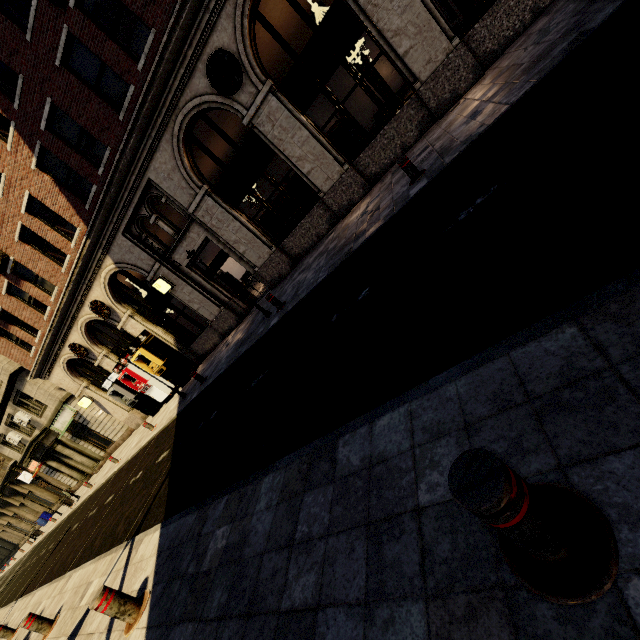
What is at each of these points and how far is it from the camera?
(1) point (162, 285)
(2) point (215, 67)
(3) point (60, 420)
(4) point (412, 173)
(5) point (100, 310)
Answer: (1) sign, 13.62m
(2) air conditioner, 9.03m
(3) sign, 22.67m
(4) metal bar, 6.86m
(5) air conditioner, 15.40m

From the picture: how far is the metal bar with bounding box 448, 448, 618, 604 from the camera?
1.2 meters

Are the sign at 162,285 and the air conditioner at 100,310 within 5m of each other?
yes

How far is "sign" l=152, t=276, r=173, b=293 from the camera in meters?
13.4 m

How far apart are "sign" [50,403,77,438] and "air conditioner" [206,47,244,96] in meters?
21.9

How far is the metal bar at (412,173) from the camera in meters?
6.8

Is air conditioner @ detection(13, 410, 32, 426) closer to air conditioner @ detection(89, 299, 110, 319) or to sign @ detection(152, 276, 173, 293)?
air conditioner @ detection(89, 299, 110, 319)

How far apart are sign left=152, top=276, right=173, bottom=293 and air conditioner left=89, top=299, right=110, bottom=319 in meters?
3.7
